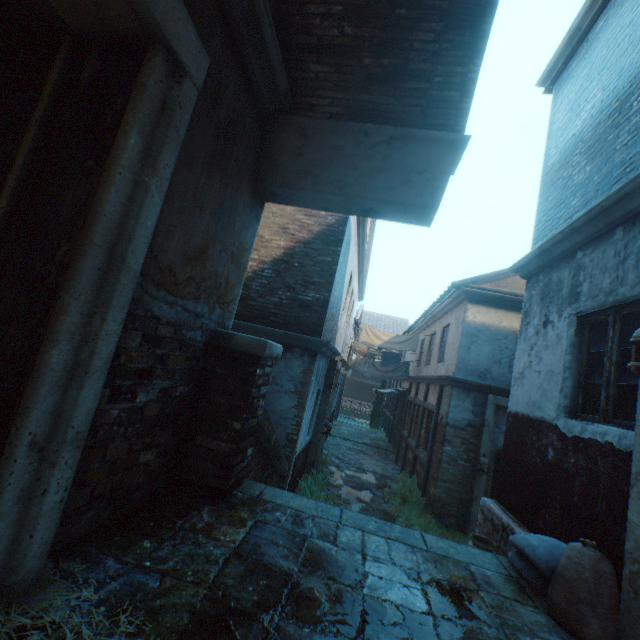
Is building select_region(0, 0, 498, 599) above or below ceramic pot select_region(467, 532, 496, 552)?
above

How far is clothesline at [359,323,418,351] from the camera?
13.1m

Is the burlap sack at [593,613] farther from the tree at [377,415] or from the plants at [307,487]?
the tree at [377,415]

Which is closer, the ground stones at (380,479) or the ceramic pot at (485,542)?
the ceramic pot at (485,542)

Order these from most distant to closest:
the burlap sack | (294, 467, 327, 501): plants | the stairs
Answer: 1. (294, 467, 327, 501): plants
2. the stairs
3. the burlap sack

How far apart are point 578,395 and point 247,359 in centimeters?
396cm

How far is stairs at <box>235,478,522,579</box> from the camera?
3.0m

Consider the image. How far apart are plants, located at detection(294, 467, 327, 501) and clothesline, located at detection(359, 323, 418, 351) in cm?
556
